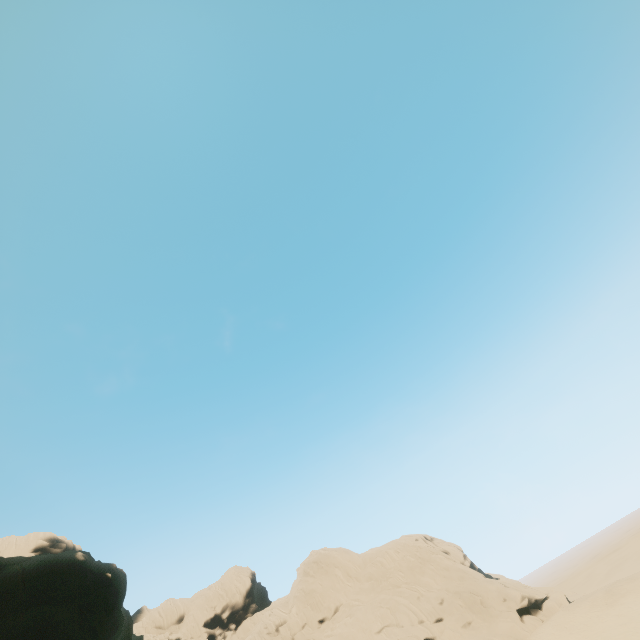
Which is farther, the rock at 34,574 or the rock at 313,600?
the rock at 313,600

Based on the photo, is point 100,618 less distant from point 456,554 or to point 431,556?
point 431,556

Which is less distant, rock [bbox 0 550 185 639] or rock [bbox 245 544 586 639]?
rock [bbox 0 550 185 639]
